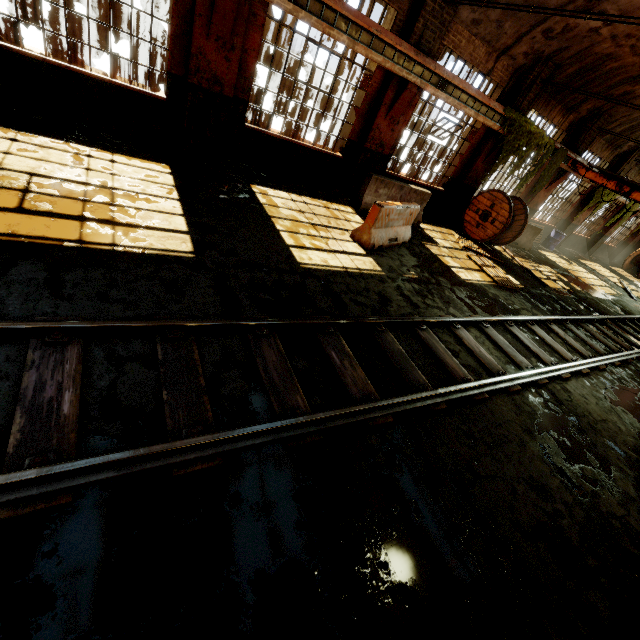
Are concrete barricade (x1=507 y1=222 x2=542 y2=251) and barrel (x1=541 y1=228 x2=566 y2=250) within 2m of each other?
no

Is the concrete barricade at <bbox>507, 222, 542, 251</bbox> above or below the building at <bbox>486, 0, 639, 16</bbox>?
below

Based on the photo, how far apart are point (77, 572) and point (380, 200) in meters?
10.0

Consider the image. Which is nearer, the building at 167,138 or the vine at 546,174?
the building at 167,138

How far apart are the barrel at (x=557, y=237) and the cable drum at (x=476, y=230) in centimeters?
691cm

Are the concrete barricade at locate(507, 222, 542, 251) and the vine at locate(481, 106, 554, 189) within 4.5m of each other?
yes

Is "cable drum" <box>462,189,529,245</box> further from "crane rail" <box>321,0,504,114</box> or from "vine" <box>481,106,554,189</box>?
"crane rail" <box>321,0,504,114</box>

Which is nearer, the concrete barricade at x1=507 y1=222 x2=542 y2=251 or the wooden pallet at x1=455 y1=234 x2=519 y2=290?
the wooden pallet at x1=455 y1=234 x2=519 y2=290
